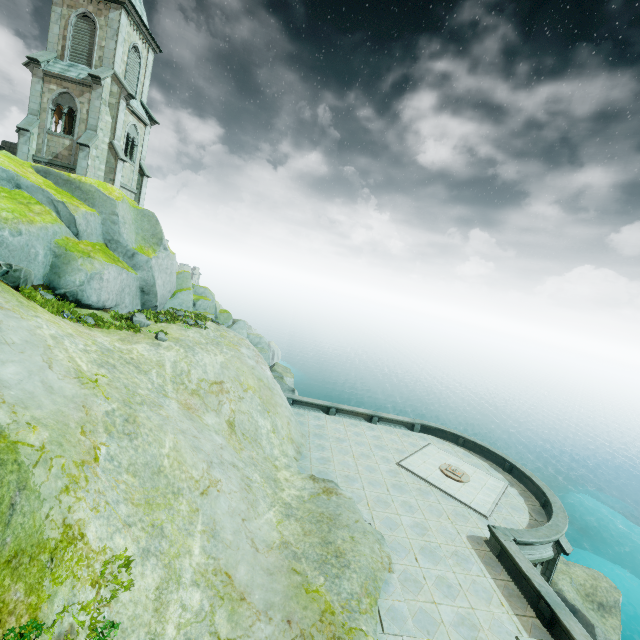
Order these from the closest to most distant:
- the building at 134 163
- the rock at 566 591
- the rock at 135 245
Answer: the rock at 135 245, the rock at 566 591, the building at 134 163

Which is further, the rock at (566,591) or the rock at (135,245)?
the rock at (566,591)

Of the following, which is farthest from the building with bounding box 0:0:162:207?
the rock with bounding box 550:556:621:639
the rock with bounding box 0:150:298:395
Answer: the rock with bounding box 550:556:621:639

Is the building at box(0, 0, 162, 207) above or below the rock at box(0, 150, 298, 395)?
above

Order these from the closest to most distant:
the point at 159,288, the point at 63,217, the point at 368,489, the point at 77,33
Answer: the point at 63,217 < the point at 368,489 < the point at 159,288 < the point at 77,33

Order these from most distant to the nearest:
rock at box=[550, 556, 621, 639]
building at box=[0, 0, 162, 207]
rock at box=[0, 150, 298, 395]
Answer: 1. building at box=[0, 0, 162, 207]
2. rock at box=[550, 556, 621, 639]
3. rock at box=[0, 150, 298, 395]

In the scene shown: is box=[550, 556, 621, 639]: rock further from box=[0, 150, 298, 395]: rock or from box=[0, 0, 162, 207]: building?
box=[0, 0, 162, 207]: building

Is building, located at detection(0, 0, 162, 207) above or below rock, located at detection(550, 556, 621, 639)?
above
